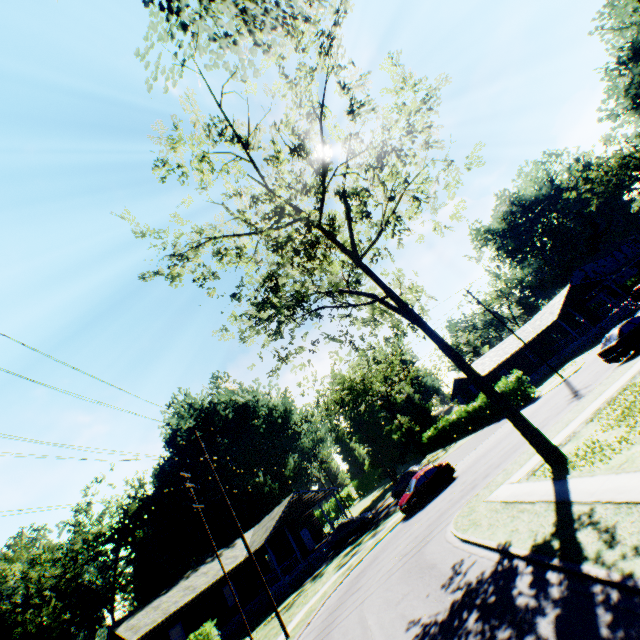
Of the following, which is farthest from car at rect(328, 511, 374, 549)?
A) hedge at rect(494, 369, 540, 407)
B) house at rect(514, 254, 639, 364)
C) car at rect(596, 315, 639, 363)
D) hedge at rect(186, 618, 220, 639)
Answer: car at rect(596, 315, 639, 363)

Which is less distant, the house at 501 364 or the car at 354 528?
the car at 354 528

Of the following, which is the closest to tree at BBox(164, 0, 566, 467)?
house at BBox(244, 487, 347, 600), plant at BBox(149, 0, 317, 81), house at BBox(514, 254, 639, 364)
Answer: plant at BBox(149, 0, 317, 81)

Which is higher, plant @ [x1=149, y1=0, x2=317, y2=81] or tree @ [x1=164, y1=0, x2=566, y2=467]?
plant @ [x1=149, y1=0, x2=317, y2=81]

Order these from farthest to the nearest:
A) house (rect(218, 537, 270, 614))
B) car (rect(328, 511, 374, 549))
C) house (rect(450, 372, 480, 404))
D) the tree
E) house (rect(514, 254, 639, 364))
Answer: house (rect(450, 372, 480, 404))
house (rect(514, 254, 639, 364))
house (rect(218, 537, 270, 614))
car (rect(328, 511, 374, 549))
the tree

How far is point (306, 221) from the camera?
13.0 meters

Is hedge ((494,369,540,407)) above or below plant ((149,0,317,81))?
below

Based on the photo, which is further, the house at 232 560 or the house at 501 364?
the house at 501 364
